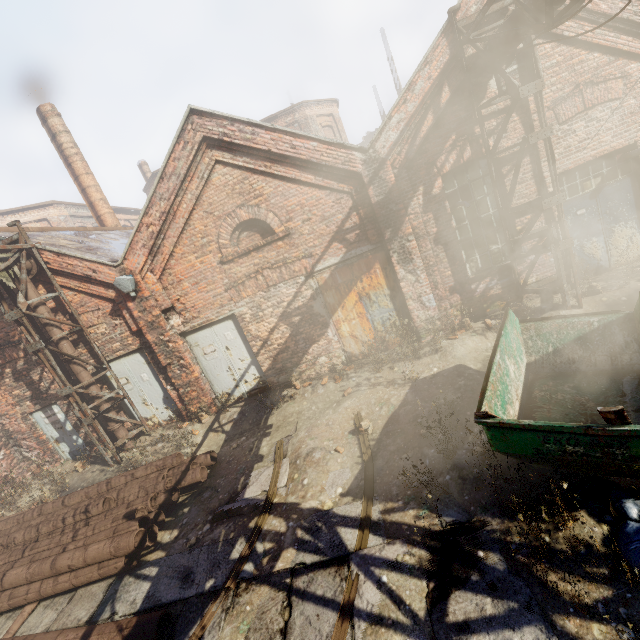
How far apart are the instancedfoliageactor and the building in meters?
17.4

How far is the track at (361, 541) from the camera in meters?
4.3 m

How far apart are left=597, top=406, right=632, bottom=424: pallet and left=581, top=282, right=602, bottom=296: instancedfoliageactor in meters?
5.2

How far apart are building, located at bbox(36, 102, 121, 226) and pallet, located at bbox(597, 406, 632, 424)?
17.5 meters

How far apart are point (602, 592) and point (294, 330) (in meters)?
7.16

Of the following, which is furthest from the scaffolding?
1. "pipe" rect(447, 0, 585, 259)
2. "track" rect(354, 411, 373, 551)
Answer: "track" rect(354, 411, 373, 551)

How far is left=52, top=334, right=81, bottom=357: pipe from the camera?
8.6 meters

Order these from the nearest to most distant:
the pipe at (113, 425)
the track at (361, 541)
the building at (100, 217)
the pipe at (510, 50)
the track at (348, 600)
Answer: the track at (348, 600) → the track at (361, 541) → the pipe at (510, 50) → the pipe at (113, 425) → the building at (100, 217)
